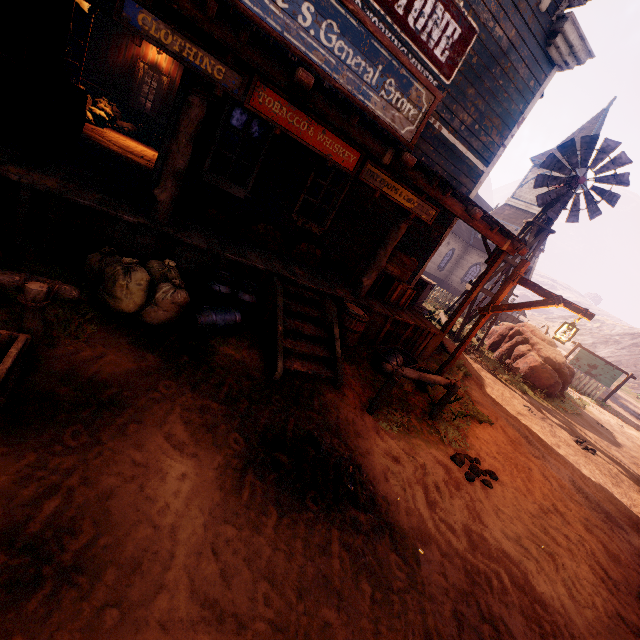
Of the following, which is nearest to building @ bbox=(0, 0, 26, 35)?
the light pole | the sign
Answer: the light pole

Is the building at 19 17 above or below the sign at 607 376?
above

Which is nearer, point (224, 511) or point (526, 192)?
point (224, 511)

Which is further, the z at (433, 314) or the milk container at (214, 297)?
the z at (433, 314)

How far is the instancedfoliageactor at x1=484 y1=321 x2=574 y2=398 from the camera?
12.7 meters

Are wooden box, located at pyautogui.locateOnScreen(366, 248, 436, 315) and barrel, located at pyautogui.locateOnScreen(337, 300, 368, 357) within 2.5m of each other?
yes

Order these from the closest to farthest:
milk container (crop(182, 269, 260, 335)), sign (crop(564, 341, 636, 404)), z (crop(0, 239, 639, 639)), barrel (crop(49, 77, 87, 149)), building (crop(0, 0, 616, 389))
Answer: z (crop(0, 239, 639, 639))
building (crop(0, 0, 616, 389))
milk container (crop(182, 269, 260, 335))
barrel (crop(49, 77, 87, 149))
sign (crop(564, 341, 636, 404))

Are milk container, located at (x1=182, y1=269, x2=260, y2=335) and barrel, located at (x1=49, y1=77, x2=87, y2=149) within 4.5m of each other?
yes
